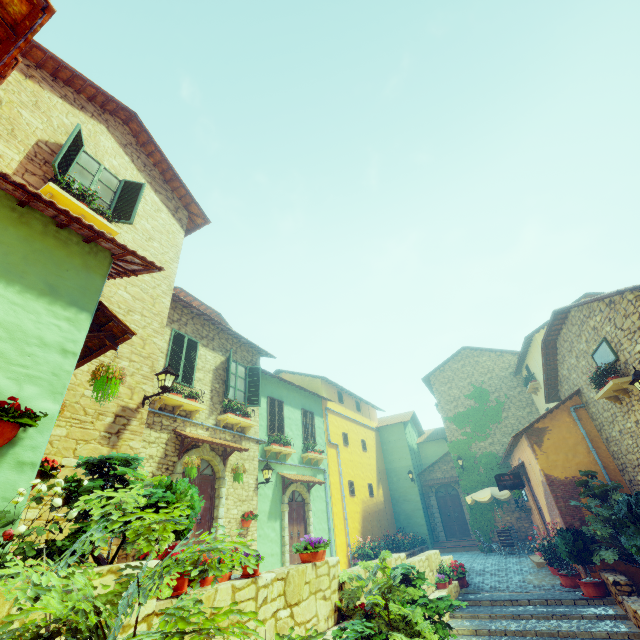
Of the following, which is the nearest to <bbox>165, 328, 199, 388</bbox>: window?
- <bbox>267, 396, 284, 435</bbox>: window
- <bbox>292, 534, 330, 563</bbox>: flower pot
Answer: <bbox>267, 396, 284, 435</bbox>: window

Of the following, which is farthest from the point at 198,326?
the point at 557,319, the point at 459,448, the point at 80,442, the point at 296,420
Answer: the point at 459,448

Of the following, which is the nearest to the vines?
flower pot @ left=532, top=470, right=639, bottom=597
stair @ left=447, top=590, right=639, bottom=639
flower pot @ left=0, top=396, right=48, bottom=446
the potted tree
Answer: stair @ left=447, top=590, right=639, bottom=639

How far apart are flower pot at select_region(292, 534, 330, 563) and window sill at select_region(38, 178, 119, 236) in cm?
766

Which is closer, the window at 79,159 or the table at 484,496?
the window at 79,159

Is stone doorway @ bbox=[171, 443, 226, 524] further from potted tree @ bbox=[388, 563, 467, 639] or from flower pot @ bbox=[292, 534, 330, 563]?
potted tree @ bbox=[388, 563, 467, 639]

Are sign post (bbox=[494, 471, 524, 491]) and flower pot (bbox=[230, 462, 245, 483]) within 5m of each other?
no

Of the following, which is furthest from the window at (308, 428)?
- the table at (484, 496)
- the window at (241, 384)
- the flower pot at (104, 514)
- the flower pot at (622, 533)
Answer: the flower pot at (104, 514)
